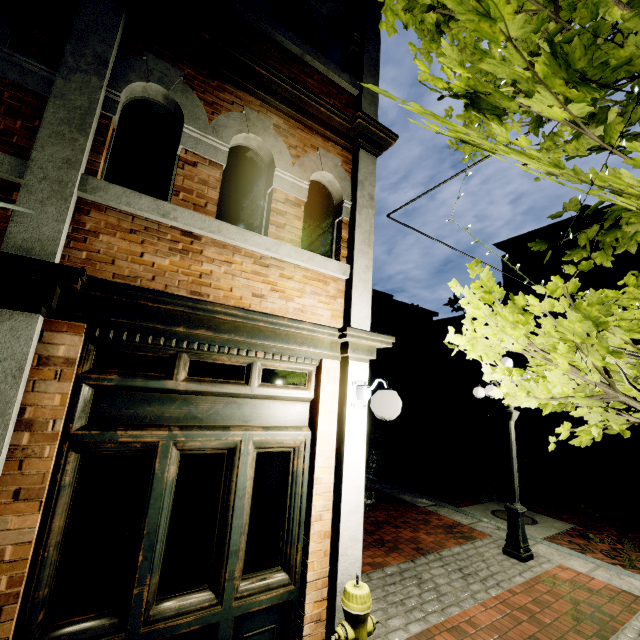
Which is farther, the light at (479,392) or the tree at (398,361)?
→ the tree at (398,361)

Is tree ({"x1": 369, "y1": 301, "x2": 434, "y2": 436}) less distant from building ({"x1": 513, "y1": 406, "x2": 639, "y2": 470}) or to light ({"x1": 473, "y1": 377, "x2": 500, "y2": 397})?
building ({"x1": 513, "y1": 406, "x2": 639, "y2": 470})

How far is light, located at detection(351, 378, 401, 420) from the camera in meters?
3.1

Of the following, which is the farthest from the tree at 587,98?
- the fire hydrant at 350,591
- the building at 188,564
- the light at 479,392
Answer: the light at 479,392

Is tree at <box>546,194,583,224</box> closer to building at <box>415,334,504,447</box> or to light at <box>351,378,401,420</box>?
building at <box>415,334,504,447</box>

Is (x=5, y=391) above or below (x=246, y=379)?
below

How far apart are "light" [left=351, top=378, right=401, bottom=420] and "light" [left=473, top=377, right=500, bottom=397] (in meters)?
3.80

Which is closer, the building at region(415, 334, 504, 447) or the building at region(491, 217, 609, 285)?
the building at region(491, 217, 609, 285)
